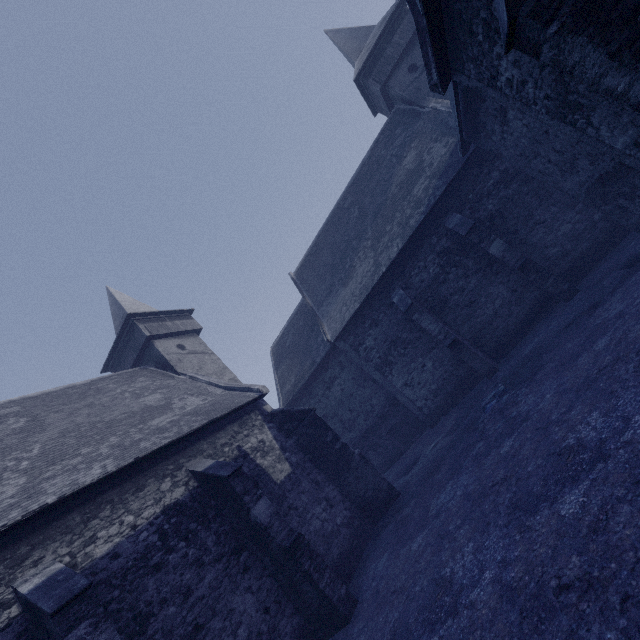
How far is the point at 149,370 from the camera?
16.8m
